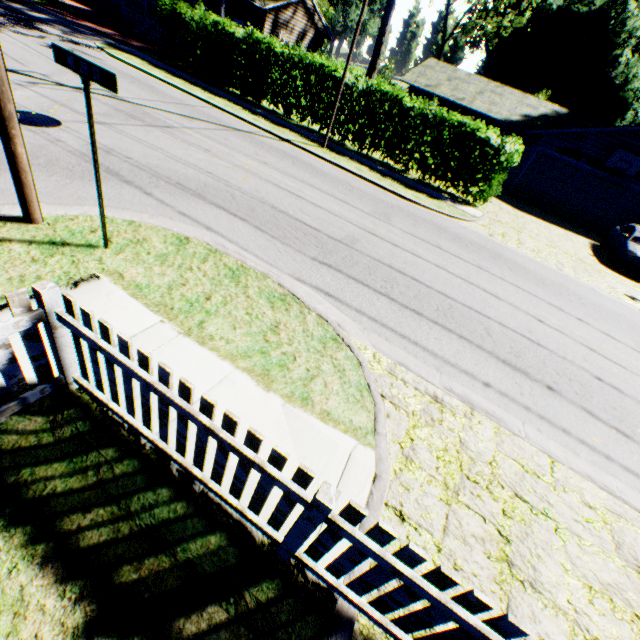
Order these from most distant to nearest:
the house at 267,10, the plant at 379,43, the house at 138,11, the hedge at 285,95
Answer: the house at 267,10 < the house at 138,11 < the plant at 379,43 < the hedge at 285,95

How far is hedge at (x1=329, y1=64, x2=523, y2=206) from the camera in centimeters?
1356cm

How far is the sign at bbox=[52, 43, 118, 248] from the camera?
3.35m

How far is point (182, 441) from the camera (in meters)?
2.60

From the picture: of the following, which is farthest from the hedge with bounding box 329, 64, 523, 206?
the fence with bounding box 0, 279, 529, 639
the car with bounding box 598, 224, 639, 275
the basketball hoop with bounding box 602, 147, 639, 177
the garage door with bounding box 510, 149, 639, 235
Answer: the fence with bounding box 0, 279, 529, 639

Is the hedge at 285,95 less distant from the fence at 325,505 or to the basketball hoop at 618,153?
the basketball hoop at 618,153

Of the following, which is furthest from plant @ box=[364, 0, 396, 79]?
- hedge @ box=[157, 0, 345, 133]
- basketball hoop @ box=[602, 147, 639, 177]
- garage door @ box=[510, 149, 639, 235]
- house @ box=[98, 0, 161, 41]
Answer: basketball hoop @ box=[602, 147, 639, 177]

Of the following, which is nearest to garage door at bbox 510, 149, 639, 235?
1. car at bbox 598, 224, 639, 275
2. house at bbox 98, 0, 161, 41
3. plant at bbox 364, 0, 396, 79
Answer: car at bbox 598, 224, 639, 275
